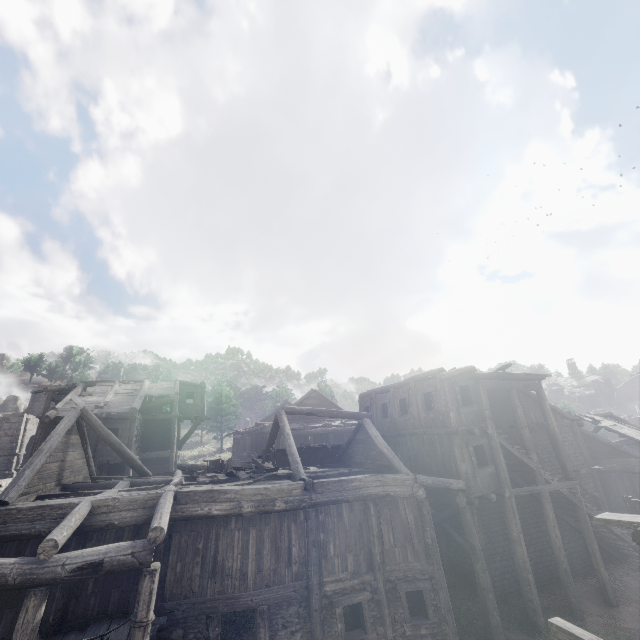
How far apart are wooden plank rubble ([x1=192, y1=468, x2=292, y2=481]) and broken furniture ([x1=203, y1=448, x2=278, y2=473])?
0.0m

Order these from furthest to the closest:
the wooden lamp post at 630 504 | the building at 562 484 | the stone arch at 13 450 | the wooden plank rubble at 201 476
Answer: the stone arch at 13 450, the wooden lamp post at 630 504, the wooden plank rubble at 201 476, the building at 562 484

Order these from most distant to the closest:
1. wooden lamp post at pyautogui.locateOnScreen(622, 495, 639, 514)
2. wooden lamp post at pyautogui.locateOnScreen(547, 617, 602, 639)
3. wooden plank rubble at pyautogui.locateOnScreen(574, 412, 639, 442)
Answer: wooden plank rubble at pyautogui.locateOnScreen(574, 412, 639, 442)
wooden lamp post at pyautogui.locateOnScreen(622, 495, 639, 514)
wooden lamp post at pyautogui.locateOnScreen(547, 617, 602, 639)

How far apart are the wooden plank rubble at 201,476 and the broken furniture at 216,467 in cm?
1

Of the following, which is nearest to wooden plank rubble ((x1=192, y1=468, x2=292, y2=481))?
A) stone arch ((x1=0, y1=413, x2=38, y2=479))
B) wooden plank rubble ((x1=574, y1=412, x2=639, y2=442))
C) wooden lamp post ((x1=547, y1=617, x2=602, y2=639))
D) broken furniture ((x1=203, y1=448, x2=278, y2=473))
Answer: broken furniture ((x1=203, y1=448, x2=278, y2=473))

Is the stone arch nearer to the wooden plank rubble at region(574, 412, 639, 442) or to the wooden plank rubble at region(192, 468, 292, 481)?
the wooden plank rubble at region(192, 468, 292, 481)

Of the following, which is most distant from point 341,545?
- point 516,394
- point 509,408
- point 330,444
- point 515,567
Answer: point 509,408

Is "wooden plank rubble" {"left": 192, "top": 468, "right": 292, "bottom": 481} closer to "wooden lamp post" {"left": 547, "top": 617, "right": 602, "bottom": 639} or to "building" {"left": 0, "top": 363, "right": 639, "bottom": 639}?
"building" {"left": 0, "top": 363, "right": 639, "bottom": 639}
